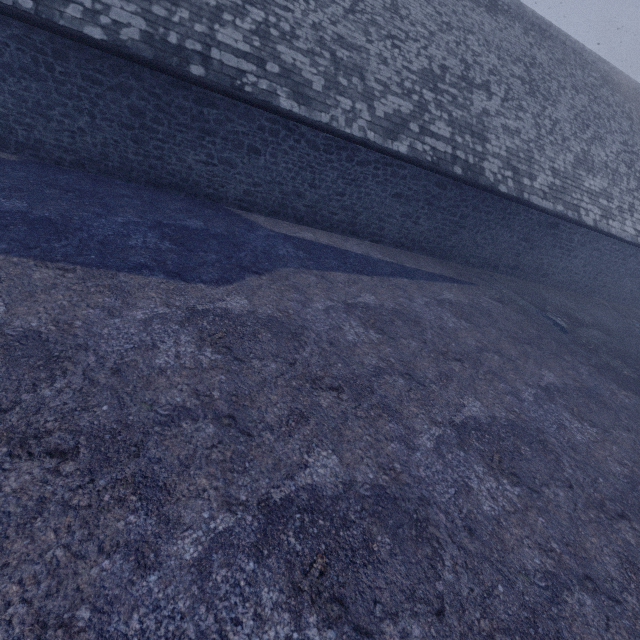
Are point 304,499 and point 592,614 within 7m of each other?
yes
